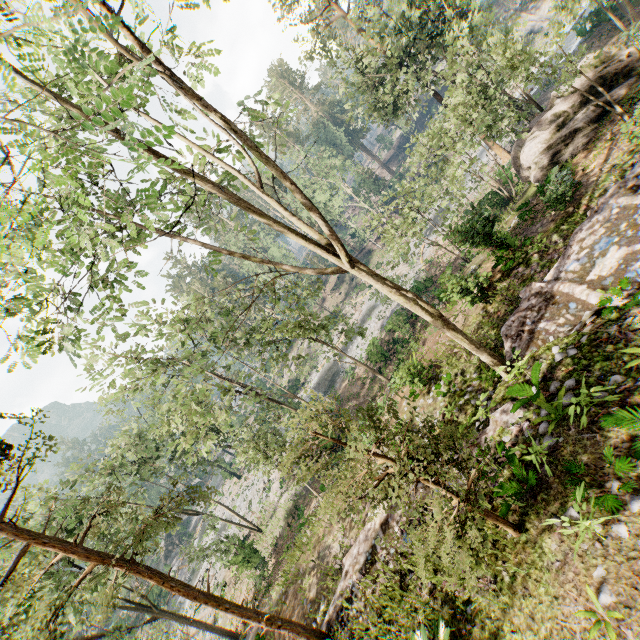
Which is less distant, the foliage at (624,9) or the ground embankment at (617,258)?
the ground embankment at (617,258)

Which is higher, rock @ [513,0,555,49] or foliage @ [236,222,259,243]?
foliage @ [236,222,259,243]

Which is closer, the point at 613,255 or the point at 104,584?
the point at 104,584

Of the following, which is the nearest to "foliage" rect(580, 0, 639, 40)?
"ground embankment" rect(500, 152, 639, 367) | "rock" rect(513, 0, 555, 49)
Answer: "ground embankment" rect(500, 152, 639, 367)

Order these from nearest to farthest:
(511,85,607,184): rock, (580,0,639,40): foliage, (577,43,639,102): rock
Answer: (577,43,639,102): rock → (511,85,607,184): rock → (580,0,639,40): foliage

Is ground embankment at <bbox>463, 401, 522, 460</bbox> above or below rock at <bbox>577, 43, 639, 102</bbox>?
above

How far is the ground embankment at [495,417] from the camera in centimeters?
884cm
